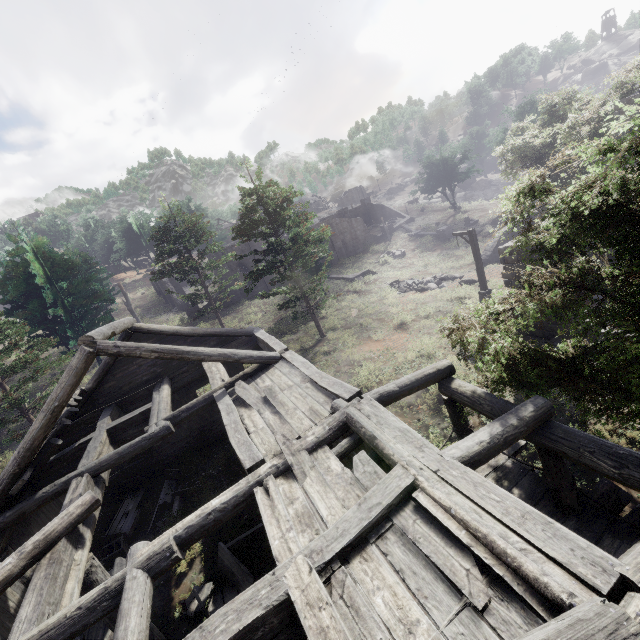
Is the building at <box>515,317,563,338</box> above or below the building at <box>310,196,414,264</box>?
below

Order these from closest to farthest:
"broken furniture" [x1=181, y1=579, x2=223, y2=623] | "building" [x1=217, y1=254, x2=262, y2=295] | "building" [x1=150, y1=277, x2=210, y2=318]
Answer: "broken furniture" [x1=181, y1=579, x2=223, y2=623], "building" [x1=150, y1=277, x2=210, y2=318], "building" [x1=217, y1=254, x2=262, y2=295]

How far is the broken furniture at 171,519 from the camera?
11.2 meters

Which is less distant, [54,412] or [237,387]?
[54,412]

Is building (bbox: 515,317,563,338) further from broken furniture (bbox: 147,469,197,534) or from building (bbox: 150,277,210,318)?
building (bbox: 150,277,210,318)

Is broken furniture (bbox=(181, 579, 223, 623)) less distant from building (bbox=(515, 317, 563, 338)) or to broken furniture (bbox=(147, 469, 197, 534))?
building (bbox=(515, 317, 563, 338))

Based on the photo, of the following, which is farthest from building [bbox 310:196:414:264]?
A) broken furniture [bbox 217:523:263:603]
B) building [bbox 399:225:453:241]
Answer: broken furniture [bbox 217:523:263:603]

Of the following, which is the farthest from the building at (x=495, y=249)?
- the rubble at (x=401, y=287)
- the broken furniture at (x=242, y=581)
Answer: the rubble at (x=401, y=287)
